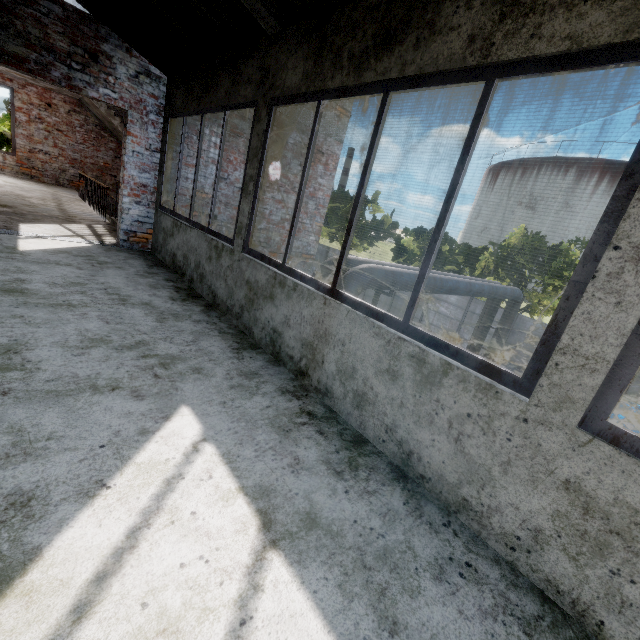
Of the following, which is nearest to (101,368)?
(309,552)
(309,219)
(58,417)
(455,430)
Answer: (58,417)

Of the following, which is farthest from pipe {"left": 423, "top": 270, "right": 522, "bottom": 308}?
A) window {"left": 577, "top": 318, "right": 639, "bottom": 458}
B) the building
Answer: window {"left": 577, "top": 318, "right": 639, "bottom": 458}

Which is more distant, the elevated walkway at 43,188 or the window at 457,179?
the elevated walkway at 43,188

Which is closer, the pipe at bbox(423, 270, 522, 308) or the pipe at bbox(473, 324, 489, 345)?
the pipe at bbox(423, 270, 522, 308)

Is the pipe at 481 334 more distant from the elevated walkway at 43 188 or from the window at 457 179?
the window at 457 179

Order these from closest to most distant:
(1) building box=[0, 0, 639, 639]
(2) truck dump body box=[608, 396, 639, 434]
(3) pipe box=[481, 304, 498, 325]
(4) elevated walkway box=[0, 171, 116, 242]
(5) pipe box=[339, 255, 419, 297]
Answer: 1. (1) building box=[0, 0, 639, 639]
2. (4) elevated walkway box=[0, 171, 116, 242]
3. (5) pipe box=[339, 255, 419, 297]
4. (2) truck dump body box=[608, 396, 639, 434]
5. (3) pipe box=[481, 304, 498, 325]

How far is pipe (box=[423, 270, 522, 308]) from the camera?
9.25m
